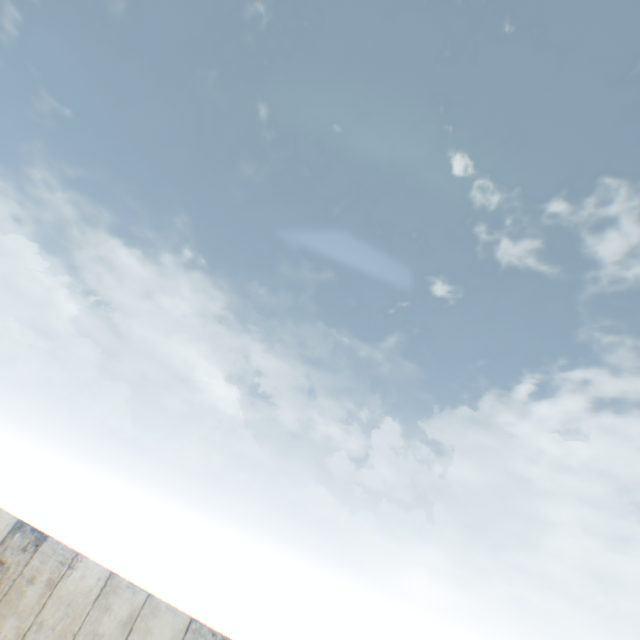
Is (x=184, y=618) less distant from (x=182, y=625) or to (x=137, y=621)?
(x=182, y=625)
